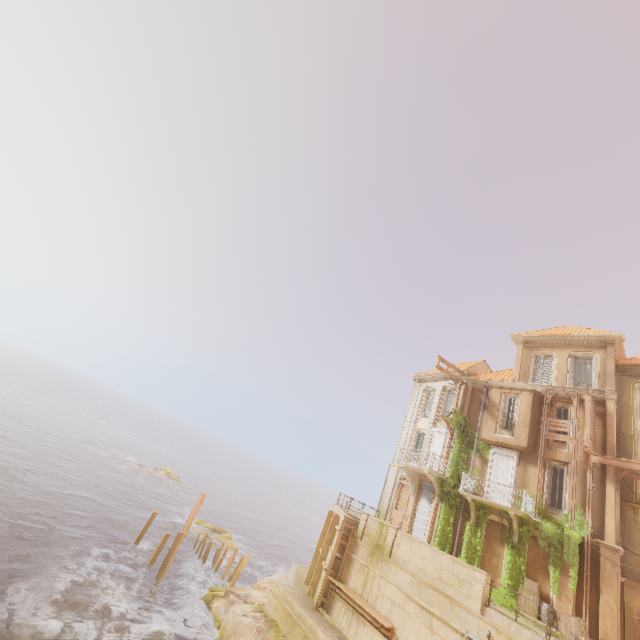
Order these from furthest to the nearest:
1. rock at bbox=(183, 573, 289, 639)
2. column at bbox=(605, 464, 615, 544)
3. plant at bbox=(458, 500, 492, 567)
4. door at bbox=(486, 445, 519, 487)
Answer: door at bbox=(486, 445, 519, 487), plant at bbox=(458, 500, 492, 567), rock at bbox=(183, 573, 289, 639), column at bbox=(605, 464, 615, 544)

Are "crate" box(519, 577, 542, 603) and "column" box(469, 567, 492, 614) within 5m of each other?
yes

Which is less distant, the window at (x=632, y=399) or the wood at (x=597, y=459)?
the wood at (x=597, y=459)

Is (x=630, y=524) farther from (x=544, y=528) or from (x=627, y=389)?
(x=627, y=389)

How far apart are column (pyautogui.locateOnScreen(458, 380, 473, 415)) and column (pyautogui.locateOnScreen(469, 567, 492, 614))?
10.6m

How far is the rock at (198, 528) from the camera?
30.17m

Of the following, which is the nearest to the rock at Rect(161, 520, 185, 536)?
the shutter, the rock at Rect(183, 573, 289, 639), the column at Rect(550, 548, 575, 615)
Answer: the rock at Rect(183, 573, 289, 639)

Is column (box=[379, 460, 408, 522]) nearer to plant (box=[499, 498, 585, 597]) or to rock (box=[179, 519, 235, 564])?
plant (box=[499, 498, 585, 597])
